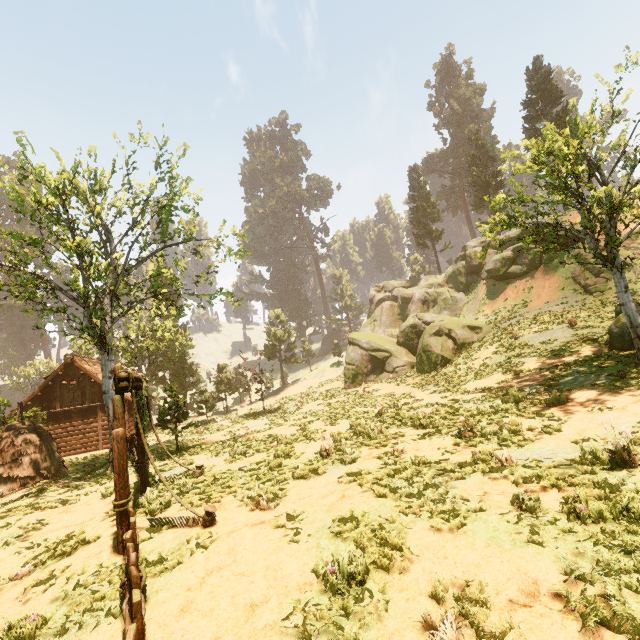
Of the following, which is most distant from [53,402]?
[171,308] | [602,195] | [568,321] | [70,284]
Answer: [568,321]

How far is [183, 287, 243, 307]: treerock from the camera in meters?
18.5 m

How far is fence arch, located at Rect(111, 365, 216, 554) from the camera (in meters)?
6.64

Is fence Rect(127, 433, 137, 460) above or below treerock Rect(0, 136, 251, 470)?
below

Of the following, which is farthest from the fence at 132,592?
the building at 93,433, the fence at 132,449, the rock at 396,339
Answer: the building at 93,433

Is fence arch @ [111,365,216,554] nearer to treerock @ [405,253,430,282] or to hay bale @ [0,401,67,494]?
treerock @ [405,253,430,282]

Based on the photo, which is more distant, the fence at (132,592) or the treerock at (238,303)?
the treerock at (238,303)

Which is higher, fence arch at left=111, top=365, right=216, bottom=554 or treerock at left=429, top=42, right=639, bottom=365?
treerock at left=429, top=42, right=639, bottom=365
